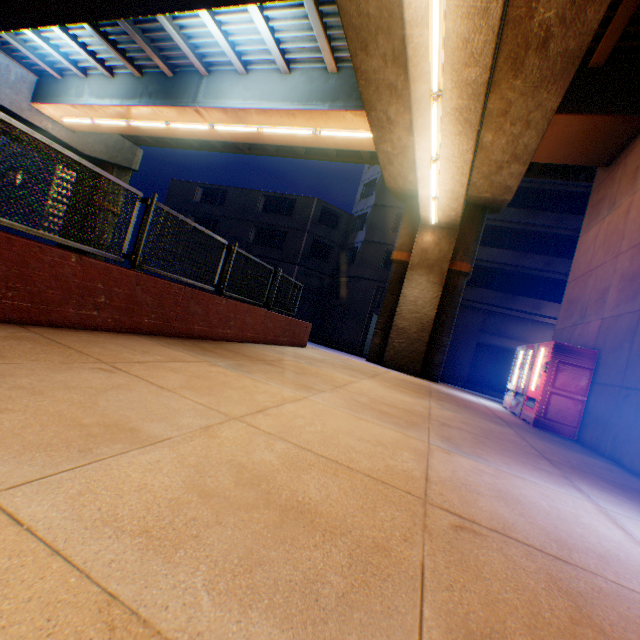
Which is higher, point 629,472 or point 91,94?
point 91,94

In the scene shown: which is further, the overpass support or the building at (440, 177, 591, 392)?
the building at (440, 177, 591, 392)

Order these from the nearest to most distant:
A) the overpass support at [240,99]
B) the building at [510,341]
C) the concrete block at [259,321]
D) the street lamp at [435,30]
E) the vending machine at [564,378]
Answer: the concrete block at [259,321] → the street lamp at [435,30] → the overpass support at [240,99] → the vending machine at [564,378] → the building at [510,341]

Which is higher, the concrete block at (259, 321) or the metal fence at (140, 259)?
the metal fence at (140, 259)

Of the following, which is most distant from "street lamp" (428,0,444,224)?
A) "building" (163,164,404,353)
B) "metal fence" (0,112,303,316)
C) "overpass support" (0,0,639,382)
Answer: Answer: "building" (163,164,404,353)

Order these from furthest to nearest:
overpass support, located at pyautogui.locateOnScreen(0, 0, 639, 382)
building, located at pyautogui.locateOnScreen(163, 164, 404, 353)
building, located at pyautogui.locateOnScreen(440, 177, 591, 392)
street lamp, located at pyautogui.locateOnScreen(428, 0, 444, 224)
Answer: building, located at pyautogui.locateOnScreen(163, 164, 404, 353) < building, located at pyautogui.locateOnScreen(440, 177, 591, 392) < overpass support, located at pyautogui.locateOnScreen(0, 0, 639, 382) < street lamp, located at pyautogui.locateOnScreen(428, 0, 444, 224)

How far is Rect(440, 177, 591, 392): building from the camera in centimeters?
2144cm

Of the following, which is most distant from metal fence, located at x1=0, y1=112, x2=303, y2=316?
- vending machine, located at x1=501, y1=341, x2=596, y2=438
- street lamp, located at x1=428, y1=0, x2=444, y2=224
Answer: vending machine, located at x1=501, y1=341, x2=596, y2=438
